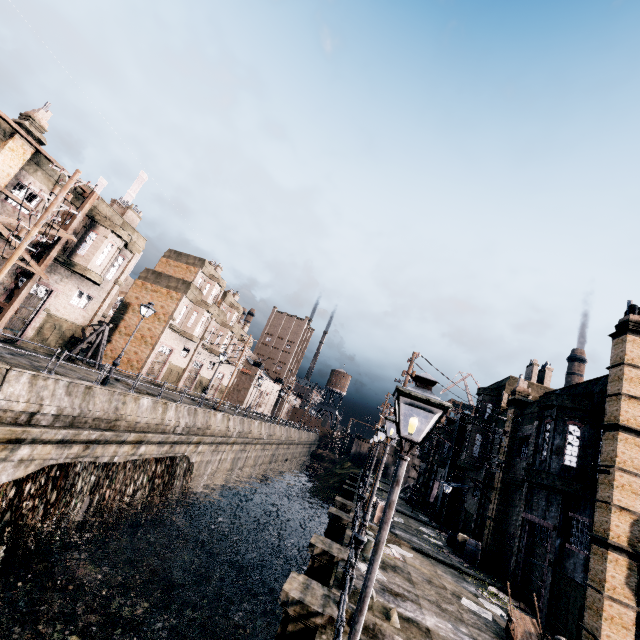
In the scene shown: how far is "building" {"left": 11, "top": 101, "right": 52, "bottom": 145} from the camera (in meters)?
19.63

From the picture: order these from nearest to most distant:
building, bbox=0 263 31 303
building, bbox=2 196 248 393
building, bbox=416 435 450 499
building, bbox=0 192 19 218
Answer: building, bbox=0 192 19 218 < building, bbox=0 263 31 303 < building, bbox=2 196 248 393 < building, bbox=416 435 450 499

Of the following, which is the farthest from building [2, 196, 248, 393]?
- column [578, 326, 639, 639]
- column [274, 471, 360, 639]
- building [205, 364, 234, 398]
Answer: column [578, 326, 639, 639]

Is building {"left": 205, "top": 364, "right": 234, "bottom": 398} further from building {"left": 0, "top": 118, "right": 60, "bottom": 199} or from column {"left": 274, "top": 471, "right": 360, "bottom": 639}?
column {"left": 274, "top": 471, "right": 360, "bottom": 639}

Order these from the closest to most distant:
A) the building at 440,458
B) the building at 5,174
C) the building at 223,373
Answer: the building at 5,174, the building at 440,458, the building at 223,373

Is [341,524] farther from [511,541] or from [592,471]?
[592,471]

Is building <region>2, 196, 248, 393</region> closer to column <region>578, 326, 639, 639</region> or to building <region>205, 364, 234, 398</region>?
building <region>205, 364, 234, 398</region>

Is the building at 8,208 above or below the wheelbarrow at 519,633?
above
